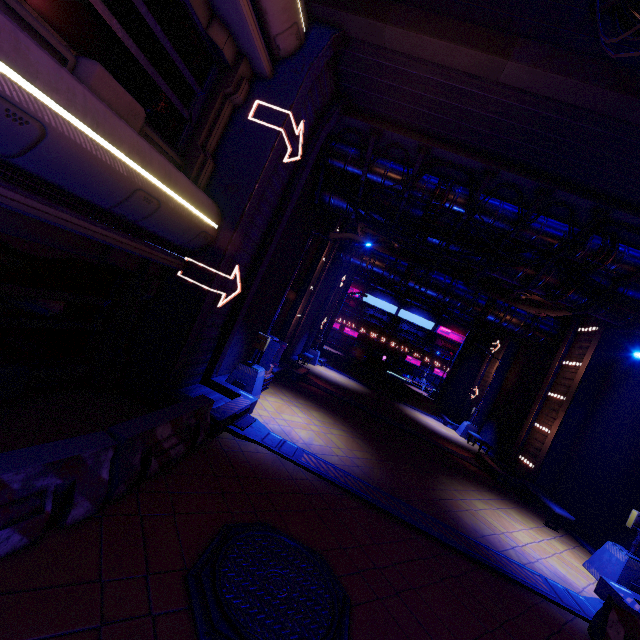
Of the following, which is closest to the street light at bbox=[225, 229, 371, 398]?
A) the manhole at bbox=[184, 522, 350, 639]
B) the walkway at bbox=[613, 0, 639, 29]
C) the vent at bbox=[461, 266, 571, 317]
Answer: the manhole at bbox=[184, 522, 350, 639]

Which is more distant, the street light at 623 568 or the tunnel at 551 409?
the tunnel at 551 409

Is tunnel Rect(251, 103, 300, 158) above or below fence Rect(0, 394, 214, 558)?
above

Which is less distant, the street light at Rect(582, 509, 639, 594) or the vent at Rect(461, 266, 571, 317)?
the street light at Rect(582, 509, 639, 594)

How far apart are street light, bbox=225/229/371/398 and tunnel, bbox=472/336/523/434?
17.11m

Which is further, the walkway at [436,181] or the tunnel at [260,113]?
the walkway at [436,181]

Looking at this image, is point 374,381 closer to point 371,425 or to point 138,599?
point 371,425

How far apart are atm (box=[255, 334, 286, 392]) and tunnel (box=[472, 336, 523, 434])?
16.68m
